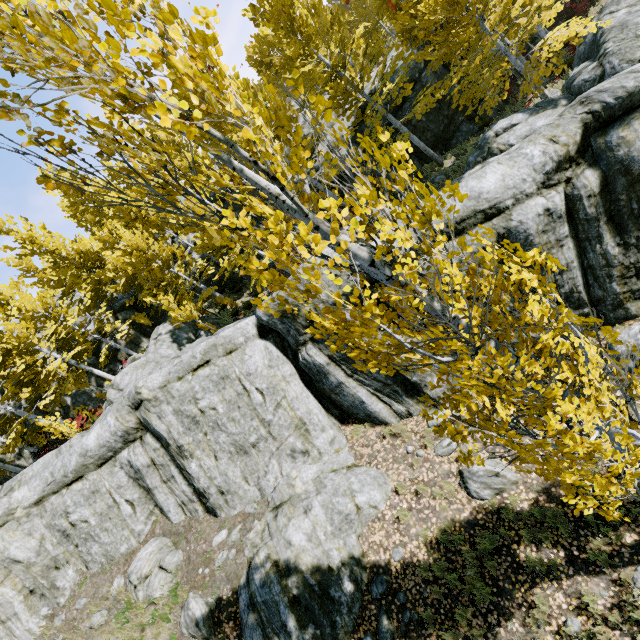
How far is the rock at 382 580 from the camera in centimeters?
728cm

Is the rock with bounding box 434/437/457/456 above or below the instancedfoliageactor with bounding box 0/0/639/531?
below

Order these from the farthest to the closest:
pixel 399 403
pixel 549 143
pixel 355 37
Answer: pixel 355 37 → pixel 399 403 → pixel 549 143

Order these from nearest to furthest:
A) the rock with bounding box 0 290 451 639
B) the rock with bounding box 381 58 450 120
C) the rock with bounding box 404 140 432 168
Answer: the rock with bounding box 0 290 451 639
the rock with bounding box 381 58 450 120
the rock with bounding box 404 140 432 168

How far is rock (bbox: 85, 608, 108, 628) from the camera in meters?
9.3

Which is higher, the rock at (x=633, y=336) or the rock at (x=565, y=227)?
the rock at (x=565, y=227)
